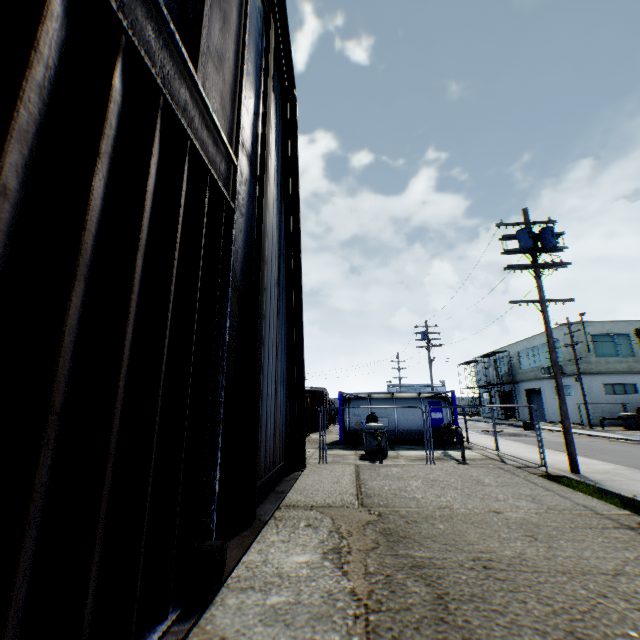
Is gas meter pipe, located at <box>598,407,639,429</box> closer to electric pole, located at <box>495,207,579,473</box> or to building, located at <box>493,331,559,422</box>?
building, located at <box>493,331,559,422</box>

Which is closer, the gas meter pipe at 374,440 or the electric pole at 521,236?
the electric pole at 521,236

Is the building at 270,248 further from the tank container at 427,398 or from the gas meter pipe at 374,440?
the tank container at 427,398

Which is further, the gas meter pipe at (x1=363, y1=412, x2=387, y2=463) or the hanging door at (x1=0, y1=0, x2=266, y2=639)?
the gas meter pipe at (x1=363, y1=412, x2=387, y2=463)

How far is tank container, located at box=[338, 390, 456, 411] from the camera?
18.97m

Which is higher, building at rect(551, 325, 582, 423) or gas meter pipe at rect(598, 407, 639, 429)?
building at rect(551, 325, 582, 423)

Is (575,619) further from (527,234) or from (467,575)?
(527,234)

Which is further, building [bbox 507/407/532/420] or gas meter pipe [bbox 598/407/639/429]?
building [bbox 507/407/532/420]
